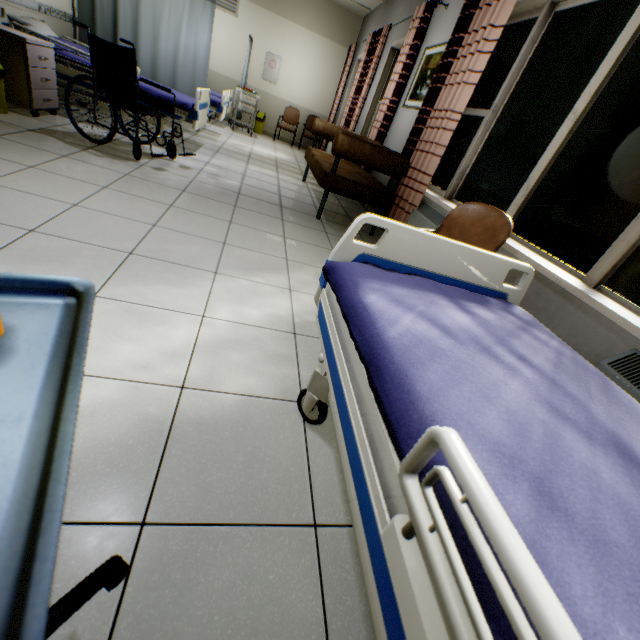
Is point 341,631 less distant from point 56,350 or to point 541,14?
point 56,350

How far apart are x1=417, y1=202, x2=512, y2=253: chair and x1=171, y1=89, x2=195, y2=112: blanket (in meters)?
3.49

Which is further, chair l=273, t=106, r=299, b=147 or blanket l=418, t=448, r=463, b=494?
chair l=273, t=106, r=299, b=147

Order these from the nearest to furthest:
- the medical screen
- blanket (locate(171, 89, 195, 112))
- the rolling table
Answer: the rolling table < blanket (locate(171, 89, 195, 112)) < the medical screen

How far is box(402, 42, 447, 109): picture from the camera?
4.0 meters

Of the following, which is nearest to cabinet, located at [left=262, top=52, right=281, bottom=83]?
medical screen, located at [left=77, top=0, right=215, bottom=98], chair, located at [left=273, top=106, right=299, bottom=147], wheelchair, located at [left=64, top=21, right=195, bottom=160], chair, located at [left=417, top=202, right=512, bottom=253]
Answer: chair, located at [left=273, top=106, right=299, bottom=147]

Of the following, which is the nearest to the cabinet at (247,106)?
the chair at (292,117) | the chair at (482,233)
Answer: the chair at (292,117)

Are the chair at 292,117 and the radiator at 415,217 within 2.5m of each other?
no
